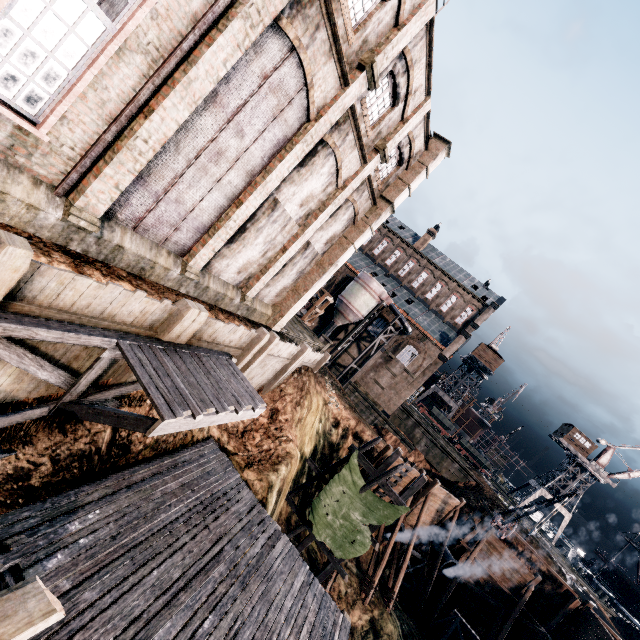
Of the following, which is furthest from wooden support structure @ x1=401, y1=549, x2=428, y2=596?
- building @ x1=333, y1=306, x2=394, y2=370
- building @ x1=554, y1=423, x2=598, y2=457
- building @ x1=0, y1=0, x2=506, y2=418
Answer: building @ x1=554, y1=423, x2=598, y2=457

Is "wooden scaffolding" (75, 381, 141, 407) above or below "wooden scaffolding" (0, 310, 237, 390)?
below

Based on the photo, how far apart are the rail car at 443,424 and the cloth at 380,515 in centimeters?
4047cm

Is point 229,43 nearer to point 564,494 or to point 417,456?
point 564,494

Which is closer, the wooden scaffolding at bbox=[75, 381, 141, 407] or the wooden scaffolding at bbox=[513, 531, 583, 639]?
the wooden scaffolding at bbox=[75, 381, 141, 407]

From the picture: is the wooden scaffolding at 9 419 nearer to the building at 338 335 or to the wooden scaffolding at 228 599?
the wooden scaffolding at 228 599

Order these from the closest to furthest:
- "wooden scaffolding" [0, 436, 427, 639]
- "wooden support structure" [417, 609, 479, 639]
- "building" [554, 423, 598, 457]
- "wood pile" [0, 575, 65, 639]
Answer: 1. "wood pile" [0, 575, 65, 639]
2. "wooden scaffolding" [0, 436, 427, 639]
3. "wooden support structure" [417, 609, 479, 639]
4. "building" [554, 423, 598, 457]

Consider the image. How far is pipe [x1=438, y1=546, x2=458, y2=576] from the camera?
27.4 meters
